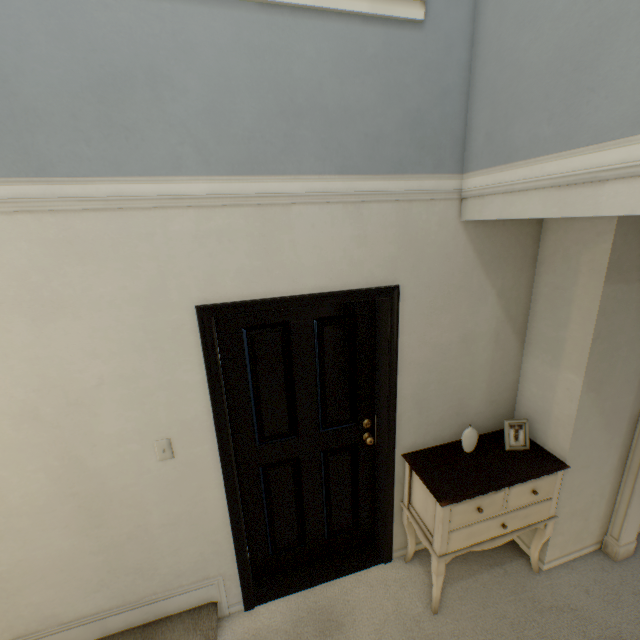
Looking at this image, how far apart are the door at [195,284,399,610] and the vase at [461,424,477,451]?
0.5m

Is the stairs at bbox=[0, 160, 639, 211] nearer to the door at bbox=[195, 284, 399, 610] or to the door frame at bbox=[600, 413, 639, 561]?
the door at bbox=[195, 284, 399, 610]

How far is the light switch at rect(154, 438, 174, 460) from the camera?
1.7 meters

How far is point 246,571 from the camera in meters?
2.1

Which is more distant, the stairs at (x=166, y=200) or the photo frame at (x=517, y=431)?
the photo frame at (x=517, y=431)

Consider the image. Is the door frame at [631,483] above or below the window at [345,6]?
below

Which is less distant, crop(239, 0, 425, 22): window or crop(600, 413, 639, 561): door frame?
crop(239, 0, 425, 22): window

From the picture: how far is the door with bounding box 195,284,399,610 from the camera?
1.84m
